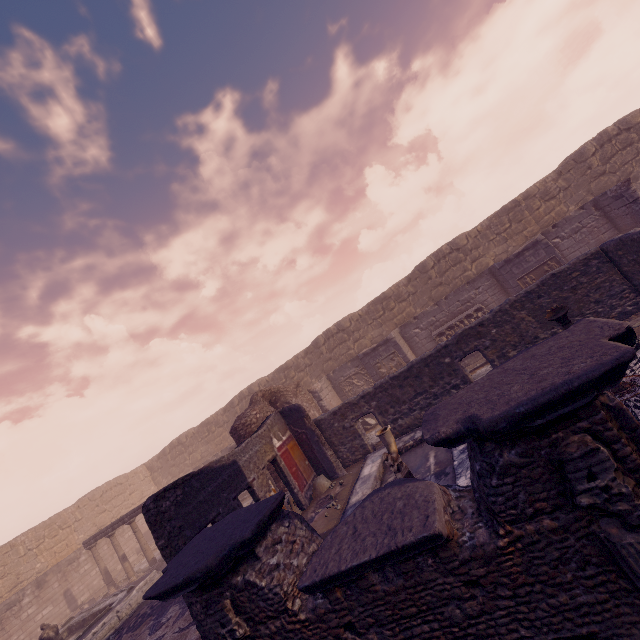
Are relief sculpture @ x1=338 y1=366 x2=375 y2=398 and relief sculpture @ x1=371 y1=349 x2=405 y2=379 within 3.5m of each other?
yes

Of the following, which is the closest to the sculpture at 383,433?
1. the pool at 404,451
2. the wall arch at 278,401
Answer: the pool at 404,451

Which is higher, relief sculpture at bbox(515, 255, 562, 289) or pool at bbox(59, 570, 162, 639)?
relief sculpture at bbox(515, 255, 562, 289)

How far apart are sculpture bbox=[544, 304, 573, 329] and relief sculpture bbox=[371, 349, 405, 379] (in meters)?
8.45

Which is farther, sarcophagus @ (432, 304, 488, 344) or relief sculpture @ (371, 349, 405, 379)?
relief sculpture @ (371, 349, 405, 379)

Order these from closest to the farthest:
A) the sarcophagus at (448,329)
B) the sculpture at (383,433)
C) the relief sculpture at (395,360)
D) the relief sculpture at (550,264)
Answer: the sculpture at (383,433) → the relief sculpture at (550,264) → the sarcophagus at (448,329) → the relief sculpture at (395,360)

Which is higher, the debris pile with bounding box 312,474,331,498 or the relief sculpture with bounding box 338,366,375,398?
the relief sculpture with bounding box 338,366,375,398

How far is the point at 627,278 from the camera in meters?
8.1
